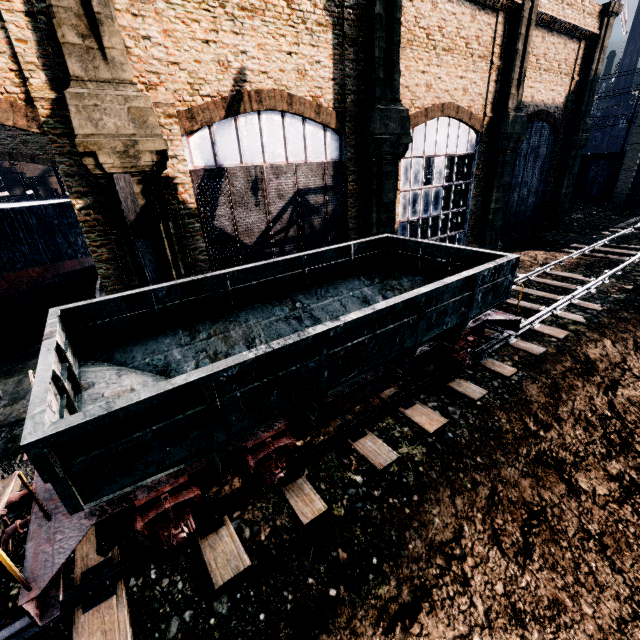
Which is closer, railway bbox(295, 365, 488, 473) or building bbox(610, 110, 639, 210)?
railway bbox(295, 365, 488, 473)

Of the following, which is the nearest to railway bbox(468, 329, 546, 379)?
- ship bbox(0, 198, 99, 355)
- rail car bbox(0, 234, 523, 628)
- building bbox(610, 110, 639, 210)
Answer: rail car bbox(0, 234, 523, 628)

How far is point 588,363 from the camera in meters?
11.4 m

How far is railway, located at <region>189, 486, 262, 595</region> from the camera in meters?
5.8 m

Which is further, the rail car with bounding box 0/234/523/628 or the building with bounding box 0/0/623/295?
the building with bounding box 0/0/623/295

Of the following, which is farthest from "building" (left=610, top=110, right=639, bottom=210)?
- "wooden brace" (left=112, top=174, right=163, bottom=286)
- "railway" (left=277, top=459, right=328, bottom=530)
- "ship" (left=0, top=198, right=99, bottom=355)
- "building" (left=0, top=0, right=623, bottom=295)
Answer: "ship" (left=0, top=198, right=99, bottom=355)

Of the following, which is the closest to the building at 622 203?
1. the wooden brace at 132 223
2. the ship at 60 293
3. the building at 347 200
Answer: the building at 347 200

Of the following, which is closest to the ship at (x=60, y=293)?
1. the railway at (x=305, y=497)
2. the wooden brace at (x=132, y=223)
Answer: → the wooden brace at (x=132, y=223)
